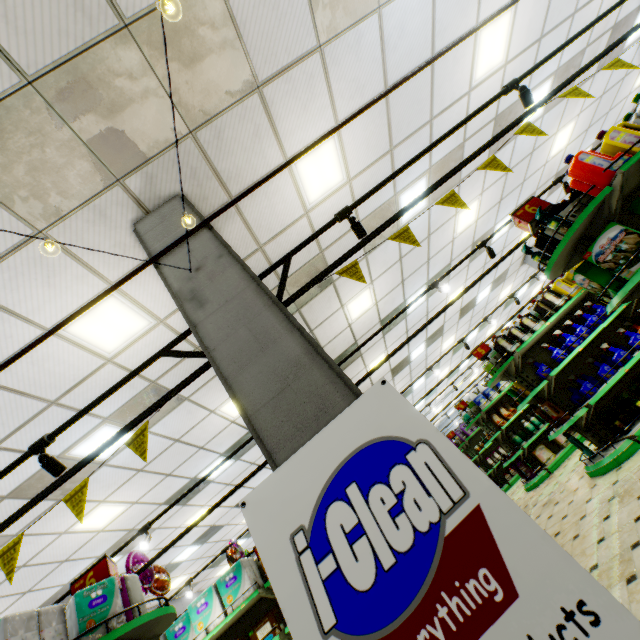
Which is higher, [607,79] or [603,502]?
[607,79]

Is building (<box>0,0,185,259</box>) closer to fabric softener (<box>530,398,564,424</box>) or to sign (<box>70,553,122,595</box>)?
fabric softener (<box>530,398,564,424</box>)

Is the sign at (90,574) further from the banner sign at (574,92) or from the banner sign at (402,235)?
the banner sign at (574,92)

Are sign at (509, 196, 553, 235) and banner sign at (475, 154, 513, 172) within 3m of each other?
yes

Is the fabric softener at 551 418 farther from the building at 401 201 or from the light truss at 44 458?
the light truss at 44 458

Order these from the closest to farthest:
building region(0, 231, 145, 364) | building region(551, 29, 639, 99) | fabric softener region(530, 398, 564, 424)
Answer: building region(0, 231, 145, 364)
fabric softener region(530, 398, 564, 424)
building region(551, 29, 639, 99)

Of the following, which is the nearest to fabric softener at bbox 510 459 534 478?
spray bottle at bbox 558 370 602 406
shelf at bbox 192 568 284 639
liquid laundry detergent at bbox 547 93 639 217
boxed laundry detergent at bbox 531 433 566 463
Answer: boxed laundry detergent at bbox 531 433 566 463

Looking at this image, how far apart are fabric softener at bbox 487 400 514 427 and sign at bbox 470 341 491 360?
3.3 meters
